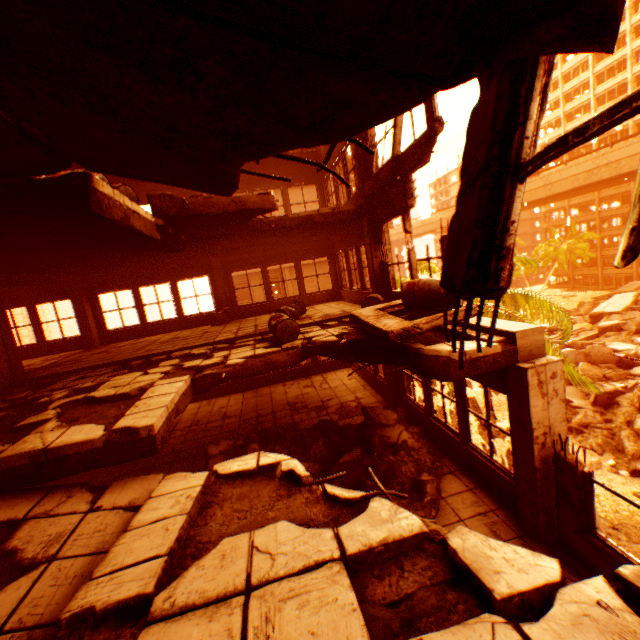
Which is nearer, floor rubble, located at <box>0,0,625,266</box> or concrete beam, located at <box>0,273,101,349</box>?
floor rubble, located at <box>0,0,625,266</box>

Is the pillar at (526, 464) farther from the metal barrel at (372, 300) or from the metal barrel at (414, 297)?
the metal barrel at (372, 300)

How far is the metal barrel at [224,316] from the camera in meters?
12.0 m

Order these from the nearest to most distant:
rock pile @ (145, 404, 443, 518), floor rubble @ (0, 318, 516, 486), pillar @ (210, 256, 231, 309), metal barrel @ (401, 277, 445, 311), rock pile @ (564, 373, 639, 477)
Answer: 1. floor rubble @ (0, 318, 516, 486)
2. metal barrel @ (401, 277, 445, 311)
3. rock pile @ (145, 404, 443, 518)
4. pillar @ (210, 256, 231, 309)
5. rock pile @ (564, 373, 639, 477)

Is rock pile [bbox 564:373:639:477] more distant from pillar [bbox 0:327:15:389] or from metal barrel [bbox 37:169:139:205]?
pillar [bbox 0:327:15:389]

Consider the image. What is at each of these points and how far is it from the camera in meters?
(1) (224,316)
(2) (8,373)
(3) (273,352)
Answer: (1) metal barrel, 12.4 m
(2) pillar, 7.7 m
(3) floor rubble, 6.6 m

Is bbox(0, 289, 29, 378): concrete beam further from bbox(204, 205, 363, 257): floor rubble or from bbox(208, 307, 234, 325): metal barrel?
bbox(204, 205, 363, 257): floor rubble

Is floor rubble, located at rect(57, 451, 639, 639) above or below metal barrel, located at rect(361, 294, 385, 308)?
below
